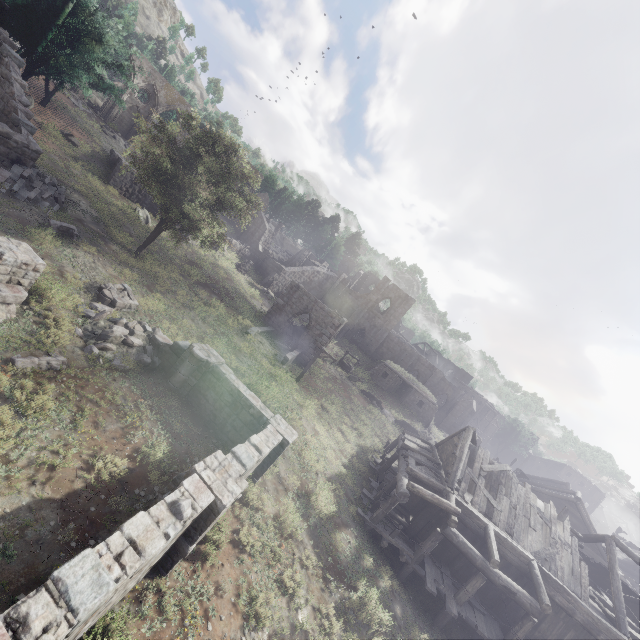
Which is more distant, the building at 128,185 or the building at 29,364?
the building at 128,185

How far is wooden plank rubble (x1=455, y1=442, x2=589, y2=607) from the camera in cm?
1619

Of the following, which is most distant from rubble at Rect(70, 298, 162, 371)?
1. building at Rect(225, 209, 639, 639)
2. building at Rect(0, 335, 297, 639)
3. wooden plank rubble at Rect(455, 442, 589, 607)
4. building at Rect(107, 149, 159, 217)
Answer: building at Rect(107, 149, 159, 217)

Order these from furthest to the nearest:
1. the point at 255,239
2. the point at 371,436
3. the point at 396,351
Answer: the point at 255,239
the point at 396,351
the point at 371,436

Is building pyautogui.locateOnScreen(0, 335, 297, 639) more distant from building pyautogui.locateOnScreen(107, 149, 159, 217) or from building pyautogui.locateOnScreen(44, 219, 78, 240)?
building pyautogui.locateOnScreen(107, 149, 159, 217)

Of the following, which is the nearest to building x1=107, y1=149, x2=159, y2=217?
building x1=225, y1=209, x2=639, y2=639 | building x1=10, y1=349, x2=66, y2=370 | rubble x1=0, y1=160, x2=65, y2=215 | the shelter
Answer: building x1=225, y1=209, x2=639, y2=639

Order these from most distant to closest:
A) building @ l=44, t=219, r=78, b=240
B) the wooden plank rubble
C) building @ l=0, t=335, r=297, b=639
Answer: the wooden plank rubble
building @ l=44, t=219, r=78, b=240
building @ l=0, t=335, r=297, b=639

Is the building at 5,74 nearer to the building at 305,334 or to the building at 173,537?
the building at 173,537
